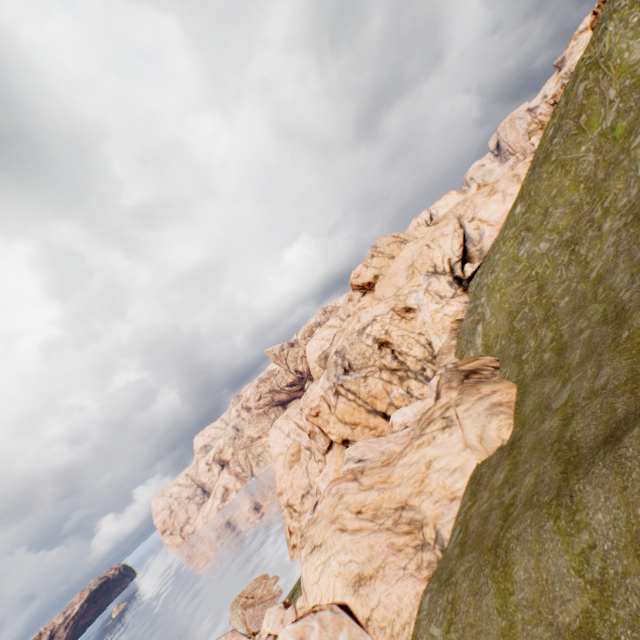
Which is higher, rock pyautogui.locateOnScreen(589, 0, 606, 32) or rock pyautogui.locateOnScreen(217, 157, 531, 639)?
rock pyautogui.locateOnScreen(589, 0, 606, 32)

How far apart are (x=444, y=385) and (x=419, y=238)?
34.53m

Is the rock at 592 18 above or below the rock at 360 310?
above

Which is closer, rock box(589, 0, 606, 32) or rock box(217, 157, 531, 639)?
rock box(217, 157, 531, 639)

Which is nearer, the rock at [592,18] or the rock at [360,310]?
the rock at [360,310]
